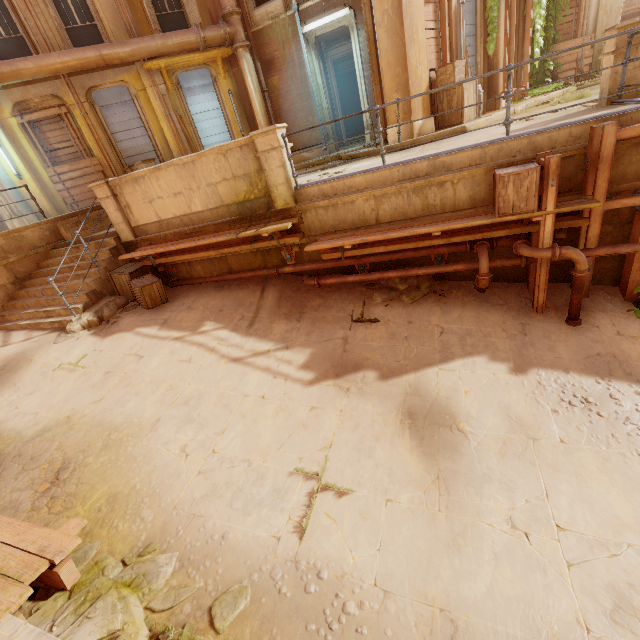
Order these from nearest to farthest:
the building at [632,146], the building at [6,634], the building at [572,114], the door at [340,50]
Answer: the building at [6,634] → the building at [632,146] → the building at [572,114] → the door at [340,50]

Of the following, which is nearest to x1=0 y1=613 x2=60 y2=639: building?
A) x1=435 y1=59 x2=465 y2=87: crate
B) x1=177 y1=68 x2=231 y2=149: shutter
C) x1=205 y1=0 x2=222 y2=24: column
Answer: x1=435 y1=59 x2=465 y2=87: crate

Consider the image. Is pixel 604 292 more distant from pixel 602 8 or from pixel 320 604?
pixel 602 8

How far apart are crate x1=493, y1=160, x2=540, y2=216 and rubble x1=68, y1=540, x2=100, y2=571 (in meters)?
7.01

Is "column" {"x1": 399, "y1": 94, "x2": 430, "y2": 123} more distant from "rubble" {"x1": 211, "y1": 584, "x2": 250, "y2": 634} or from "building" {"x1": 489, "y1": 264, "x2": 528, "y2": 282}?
"rubble" {"x1": 211, "y1": 584, "x2": 250, "y2": 634}

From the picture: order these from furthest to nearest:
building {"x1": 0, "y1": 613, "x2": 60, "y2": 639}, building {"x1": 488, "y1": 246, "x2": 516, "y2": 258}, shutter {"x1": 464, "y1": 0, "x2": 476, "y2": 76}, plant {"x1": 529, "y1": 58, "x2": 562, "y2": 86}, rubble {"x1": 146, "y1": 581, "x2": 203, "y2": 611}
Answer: plant {"x1": 529, "y1": 58, "x2": 562, "y2": 86} → shutter {"x1": 464, "y1": 0, "x2": 476, "y2": 76} → building {"x1": 488, "y1": 246, "x2": 516, "y2": 258} → rubble {"x1": 146, "y1": 581, "x2": 203, "y2": 611} → building {"x1": 0, "y1": 613, "x2": 60, "y2": 639}

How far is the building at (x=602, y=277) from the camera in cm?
560

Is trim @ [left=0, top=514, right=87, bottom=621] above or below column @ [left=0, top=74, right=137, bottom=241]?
below
